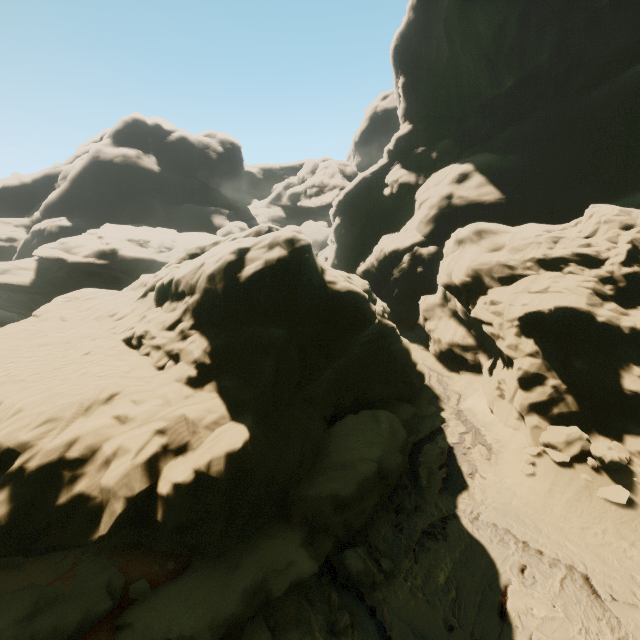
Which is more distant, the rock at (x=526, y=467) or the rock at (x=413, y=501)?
the rock at (x=526, y=467)

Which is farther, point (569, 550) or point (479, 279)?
point (479, 279)

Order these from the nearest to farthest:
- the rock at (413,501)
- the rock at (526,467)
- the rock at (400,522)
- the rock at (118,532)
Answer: the rock at (118,532) → the rock at (400,522) → the rock at (413,501) → the rock at (526,467)

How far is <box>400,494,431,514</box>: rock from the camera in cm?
1283

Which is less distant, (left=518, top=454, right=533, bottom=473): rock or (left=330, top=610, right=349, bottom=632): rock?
(left=330, top=610, right=349, bottom=632): rock

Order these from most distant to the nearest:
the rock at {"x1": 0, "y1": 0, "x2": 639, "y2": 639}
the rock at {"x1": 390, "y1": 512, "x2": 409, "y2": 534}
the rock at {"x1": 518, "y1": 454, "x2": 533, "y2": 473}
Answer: the rock at {"x1": 518, "y1": 454, "x2": 533, "y2": 473}, the rock at {"x1": 390, "y1": 512, "x2": 409, "y2": 534}, the rock at {"x1": 0, "y1": 0, "x2": 639, "y2": 639}
